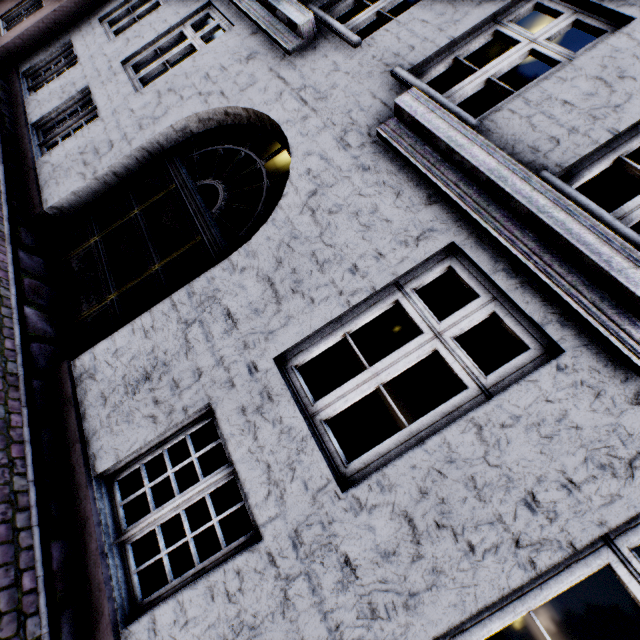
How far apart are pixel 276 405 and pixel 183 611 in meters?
1.5 m
